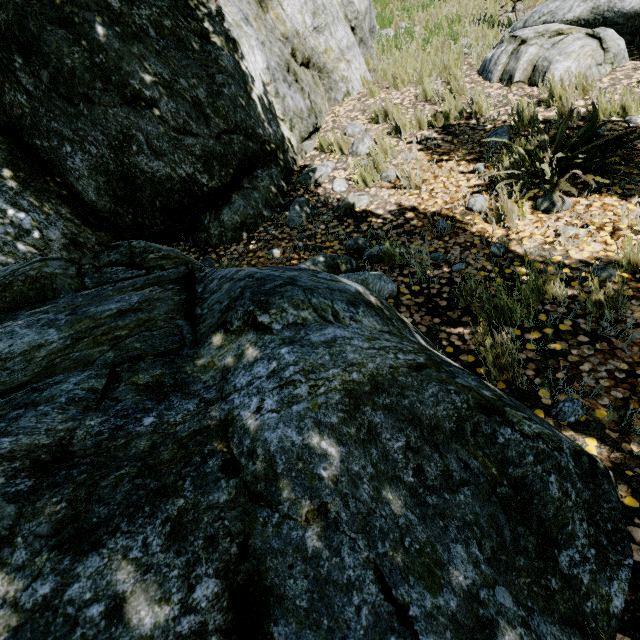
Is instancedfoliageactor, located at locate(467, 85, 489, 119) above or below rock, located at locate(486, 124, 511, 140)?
above

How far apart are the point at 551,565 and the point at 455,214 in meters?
3.2

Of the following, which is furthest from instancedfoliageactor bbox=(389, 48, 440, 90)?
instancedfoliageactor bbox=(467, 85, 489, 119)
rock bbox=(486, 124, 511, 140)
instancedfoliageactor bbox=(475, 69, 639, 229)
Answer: instancedfoliageactor bbox=(467, 85, 489, 119)

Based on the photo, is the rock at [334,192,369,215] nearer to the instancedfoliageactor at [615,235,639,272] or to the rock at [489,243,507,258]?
the rock at [489,243,507,258]

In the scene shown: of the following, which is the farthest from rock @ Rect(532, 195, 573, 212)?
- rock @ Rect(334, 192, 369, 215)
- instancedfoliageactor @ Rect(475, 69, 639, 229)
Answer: rock @ Rect(334, 192, 369, 215)

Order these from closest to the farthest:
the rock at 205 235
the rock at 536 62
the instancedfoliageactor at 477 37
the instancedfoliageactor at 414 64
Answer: the rock at 205 235 → the rock at 536 62 → the instancedfoliageactor at 414 64 → the instancedfoliageactor at 477 37

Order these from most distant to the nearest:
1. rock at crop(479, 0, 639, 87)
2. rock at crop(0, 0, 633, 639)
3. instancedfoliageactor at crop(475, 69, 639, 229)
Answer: rock at crop(479, 0, 639, 87)
instancedfoliageactor at crop(475, 69, 639, 229)
rock at crop(0, 0, 633, 639)

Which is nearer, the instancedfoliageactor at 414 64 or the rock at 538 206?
the rock at 538 206
